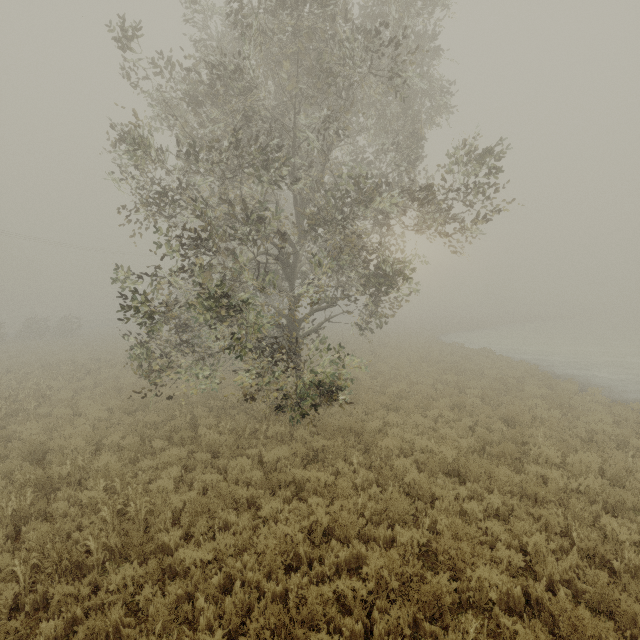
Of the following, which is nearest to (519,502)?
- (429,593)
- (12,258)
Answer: (429,593)
